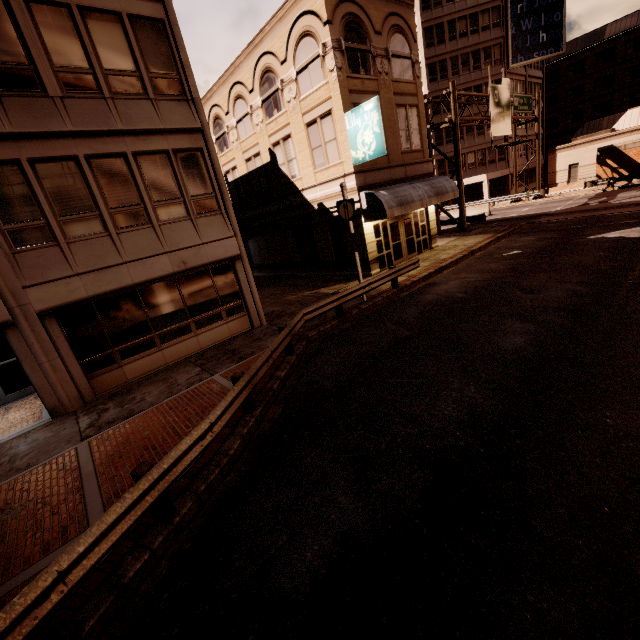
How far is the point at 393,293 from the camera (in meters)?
14.09

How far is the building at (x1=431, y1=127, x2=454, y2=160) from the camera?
42.8 meters

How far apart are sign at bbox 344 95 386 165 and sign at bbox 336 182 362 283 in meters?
3.5 m

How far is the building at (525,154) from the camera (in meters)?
45.74

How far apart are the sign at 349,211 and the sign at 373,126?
3.5m

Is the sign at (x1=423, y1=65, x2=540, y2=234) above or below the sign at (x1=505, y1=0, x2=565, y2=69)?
below

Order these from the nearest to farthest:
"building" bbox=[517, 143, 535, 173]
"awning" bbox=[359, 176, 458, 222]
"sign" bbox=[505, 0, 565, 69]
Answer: "awning" bbox=[359, 176, 458, 222] → "sign" bbox=[505, 0, 565, 69] → "building" bbox=[517, 143, 535, 173]
